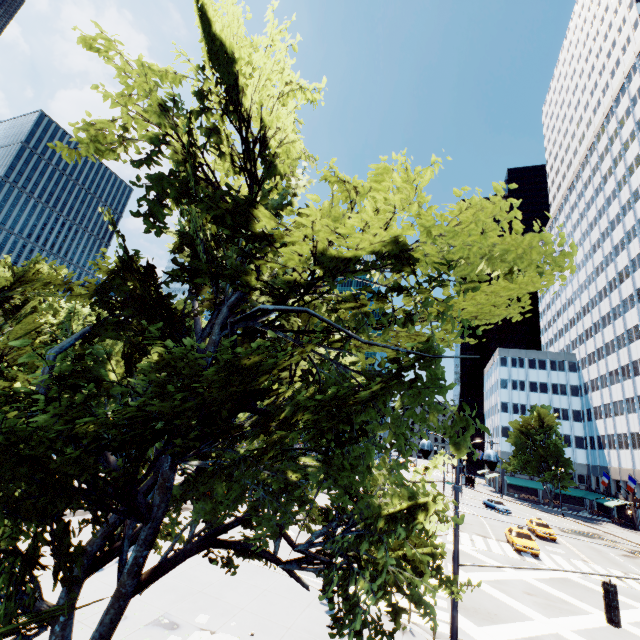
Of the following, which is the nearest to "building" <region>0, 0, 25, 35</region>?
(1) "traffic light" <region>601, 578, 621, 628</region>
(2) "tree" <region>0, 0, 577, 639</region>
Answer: (2) "tree" <region>0, 0, 577, 639</region>

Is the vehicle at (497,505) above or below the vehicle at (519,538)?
above

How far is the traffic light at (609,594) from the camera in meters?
7.6

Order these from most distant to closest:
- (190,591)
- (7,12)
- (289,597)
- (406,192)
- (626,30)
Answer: (626,30) → (7,12) → (289,597) → (190,591) → (406,192)

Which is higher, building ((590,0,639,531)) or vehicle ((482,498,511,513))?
building ((590,0,639,531))

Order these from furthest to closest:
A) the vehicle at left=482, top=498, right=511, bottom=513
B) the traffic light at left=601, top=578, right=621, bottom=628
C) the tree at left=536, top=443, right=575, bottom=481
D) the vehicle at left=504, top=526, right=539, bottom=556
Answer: the tree at left=536, top=443, right=575, bottom=481
the vehicle at left=482, top=498, right=511, bottom=513
the vehicle at left=504, top=526, right=539, bottom=556
the traffic light at left=601, top=578, right=621, bottom=628

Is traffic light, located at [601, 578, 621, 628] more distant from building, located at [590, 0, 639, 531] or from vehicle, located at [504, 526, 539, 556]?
building, located at [590, 0, 639, 531]

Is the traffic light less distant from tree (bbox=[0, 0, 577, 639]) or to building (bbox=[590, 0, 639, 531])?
tree (bbox=[0, 0, 577, 639])
